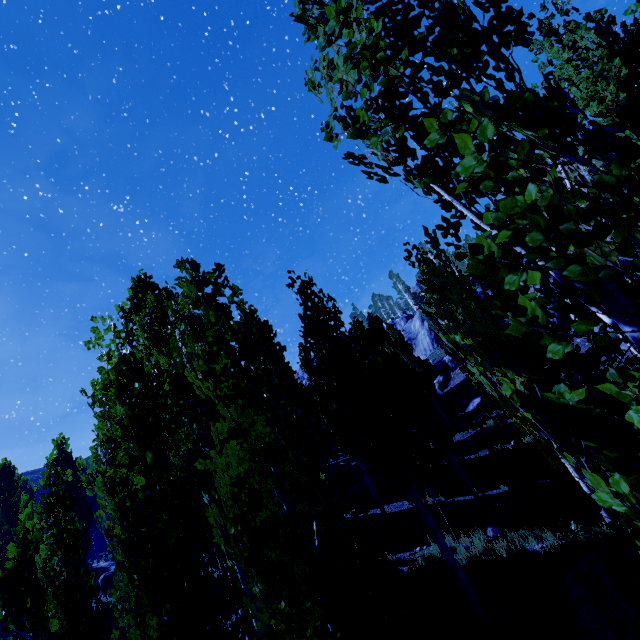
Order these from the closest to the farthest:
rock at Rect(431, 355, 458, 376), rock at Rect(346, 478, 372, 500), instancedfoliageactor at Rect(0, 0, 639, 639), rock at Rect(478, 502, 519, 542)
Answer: instancedfoliageactor at Rect(0, 0, 639, 639) < rock at Rect(478, 502, 519, 542) < rock at Rect(346, 478, 372, 500) < rock at Rect(431, 355, 458, 376)

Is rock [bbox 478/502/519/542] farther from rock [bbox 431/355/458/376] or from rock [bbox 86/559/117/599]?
rock [bbox 86/559/117/599]

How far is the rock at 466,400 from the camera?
27.30m

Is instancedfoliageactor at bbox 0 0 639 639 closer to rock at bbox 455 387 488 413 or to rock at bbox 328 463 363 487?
rock at bbox 455 387 488 413

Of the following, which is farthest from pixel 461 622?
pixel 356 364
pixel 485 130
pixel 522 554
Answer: pixel 485 130

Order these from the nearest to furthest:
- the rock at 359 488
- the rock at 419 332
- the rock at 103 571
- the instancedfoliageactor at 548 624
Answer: the instancedfoliageactor at 548 624
the rock at 359 488
the rock at 103 571
the rock at 419 332

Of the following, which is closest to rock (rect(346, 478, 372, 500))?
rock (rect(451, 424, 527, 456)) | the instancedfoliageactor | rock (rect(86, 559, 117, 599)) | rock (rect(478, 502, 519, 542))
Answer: the instancedfoliageactor

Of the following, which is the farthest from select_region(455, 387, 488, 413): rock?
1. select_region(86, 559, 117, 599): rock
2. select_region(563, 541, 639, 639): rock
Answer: select_region(86, 559, 117, 599): rock
